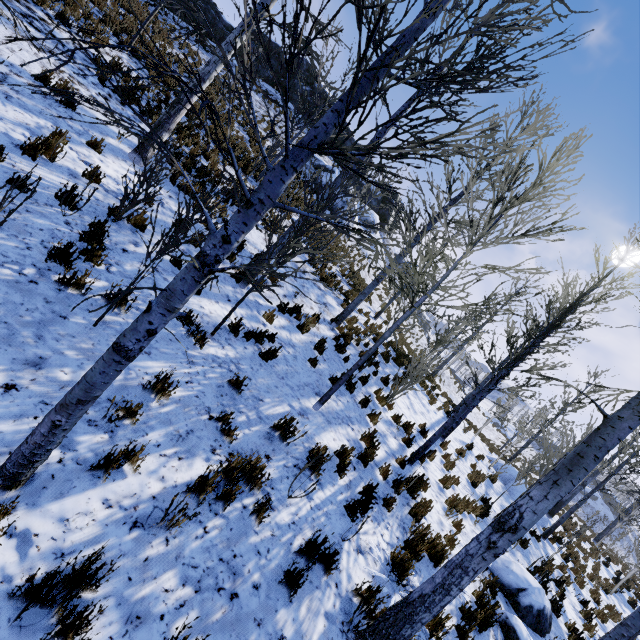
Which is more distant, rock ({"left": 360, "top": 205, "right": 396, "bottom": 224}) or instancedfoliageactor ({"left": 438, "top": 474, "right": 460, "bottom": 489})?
rock ({"left": 360, "top": 205, "right": 396, "bottom": 224})

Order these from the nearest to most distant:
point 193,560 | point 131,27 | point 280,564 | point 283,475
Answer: point 193,560 → point 280,564 → point 283,475 → point 131,27

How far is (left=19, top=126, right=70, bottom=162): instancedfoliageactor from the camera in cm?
539

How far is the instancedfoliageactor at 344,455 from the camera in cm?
542

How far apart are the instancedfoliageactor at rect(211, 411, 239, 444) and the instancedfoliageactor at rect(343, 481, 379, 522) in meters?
2.1 m

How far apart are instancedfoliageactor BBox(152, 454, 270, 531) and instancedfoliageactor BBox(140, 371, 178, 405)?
1.06m

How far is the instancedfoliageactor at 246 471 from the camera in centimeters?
336cm

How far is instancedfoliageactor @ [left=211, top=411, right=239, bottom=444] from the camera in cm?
433
